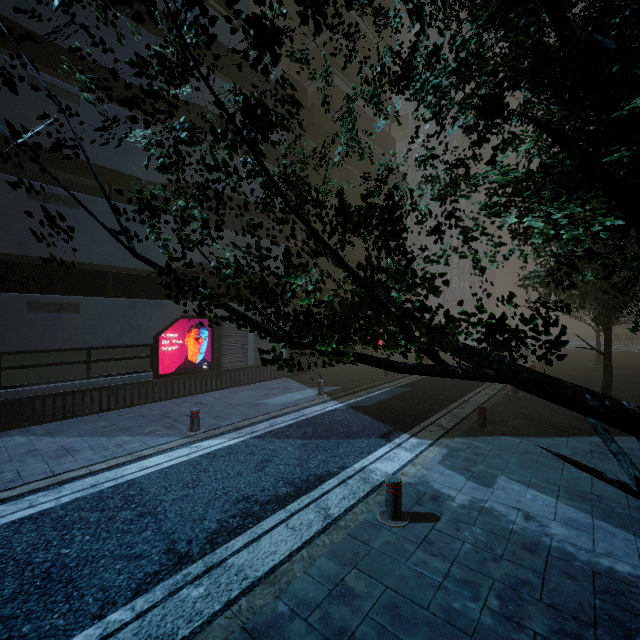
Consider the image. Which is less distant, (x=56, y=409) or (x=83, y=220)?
(x=56, y=409)

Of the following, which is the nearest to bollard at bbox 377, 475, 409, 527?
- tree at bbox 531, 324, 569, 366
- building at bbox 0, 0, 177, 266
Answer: tree at bbox 531, 324, 569, 366

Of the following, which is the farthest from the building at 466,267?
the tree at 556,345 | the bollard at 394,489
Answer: the bollard at 394,489

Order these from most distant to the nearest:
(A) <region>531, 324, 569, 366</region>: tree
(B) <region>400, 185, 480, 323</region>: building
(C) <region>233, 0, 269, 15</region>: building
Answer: (B) <region>400, 185, 480, 323</region>: building < (C) <region>233, 0, 269, 15</region>: building < (A) <region>531, 324, 569, 366</region>: tree

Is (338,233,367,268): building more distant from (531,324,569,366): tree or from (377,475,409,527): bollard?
(377,475,409,527): bollard

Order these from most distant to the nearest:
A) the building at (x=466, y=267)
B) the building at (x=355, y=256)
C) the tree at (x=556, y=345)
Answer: the building at (x=466, y=267) < the building at (x=355, y=256) < the tree at (x=556, y=345)

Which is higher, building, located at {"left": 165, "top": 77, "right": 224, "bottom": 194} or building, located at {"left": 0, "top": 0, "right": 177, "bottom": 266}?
building, located at {"left": 165, "top": 77, "right": 224, "bottom": 194}
